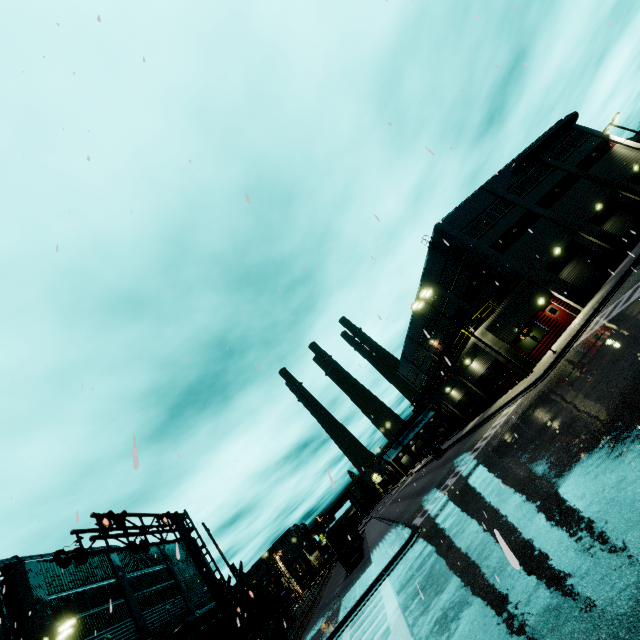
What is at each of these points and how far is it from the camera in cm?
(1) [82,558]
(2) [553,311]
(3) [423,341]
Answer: (1) railroad crossing overhang, 1178
(2) door, 2712
(3) building, 5128

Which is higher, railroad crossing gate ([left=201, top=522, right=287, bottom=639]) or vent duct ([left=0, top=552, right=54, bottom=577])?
vent duct ([left=0, top=552, right=54, bottom=577])

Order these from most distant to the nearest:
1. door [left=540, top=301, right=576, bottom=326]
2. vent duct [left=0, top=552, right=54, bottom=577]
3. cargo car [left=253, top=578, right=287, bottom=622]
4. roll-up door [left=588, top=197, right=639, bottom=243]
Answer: cargo car [left=253, top=578, right=287, bottom=622], roll-up door [left=588, top=197, right=639, bottom=243], door [left=540, top=301, right=576, bottom=326], vent duct [left=0, top=552, right=54, bottom=577]

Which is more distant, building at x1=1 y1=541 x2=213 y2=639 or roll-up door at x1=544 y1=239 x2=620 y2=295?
roll-up door at x1=544 y1=239 x2=620 y2=295

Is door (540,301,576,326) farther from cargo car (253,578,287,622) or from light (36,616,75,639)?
light (36,616,75,639)

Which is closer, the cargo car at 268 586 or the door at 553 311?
the door at 553 311

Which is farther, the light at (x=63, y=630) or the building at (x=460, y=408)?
the building at (x=460, y=408)

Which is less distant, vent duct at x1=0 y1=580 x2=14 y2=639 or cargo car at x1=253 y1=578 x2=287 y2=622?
vent duct at x1=0 y1=580 x2=14 y2=639
